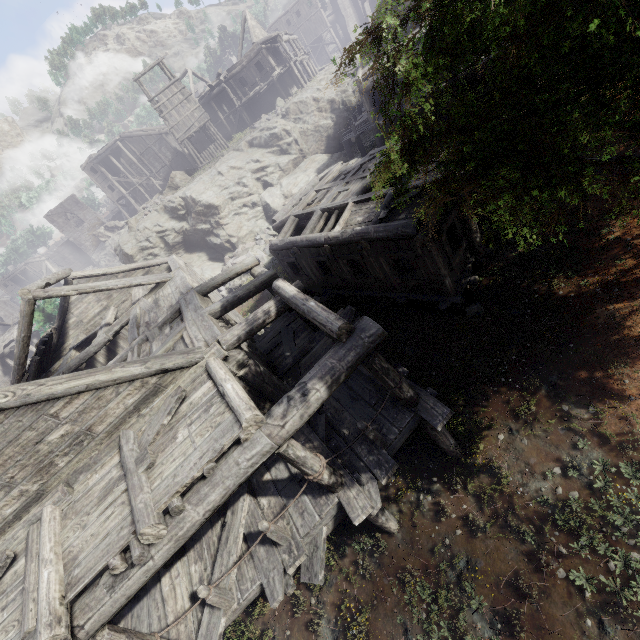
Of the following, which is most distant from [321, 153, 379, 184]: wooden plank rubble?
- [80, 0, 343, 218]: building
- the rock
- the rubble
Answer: the rock

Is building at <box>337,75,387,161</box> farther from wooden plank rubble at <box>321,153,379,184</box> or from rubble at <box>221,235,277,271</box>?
rubble at <box>221,235,277,271</box>

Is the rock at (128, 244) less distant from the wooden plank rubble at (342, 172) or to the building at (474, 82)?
the building at (474, 82)

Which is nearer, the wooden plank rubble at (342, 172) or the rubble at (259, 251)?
the wooden plank rubble at (342, 172)

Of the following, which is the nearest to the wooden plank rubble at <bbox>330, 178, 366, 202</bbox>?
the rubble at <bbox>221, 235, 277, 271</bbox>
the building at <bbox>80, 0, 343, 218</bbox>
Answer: the building at <bbox>80, 0, 343, 218</bbox>

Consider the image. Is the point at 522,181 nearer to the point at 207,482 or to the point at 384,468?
the point at 384,468

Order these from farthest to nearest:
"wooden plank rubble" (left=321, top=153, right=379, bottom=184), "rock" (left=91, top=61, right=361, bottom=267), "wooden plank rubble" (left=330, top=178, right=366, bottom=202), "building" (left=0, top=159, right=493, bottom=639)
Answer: Answer: "rock" (left=91, top=61, right=361, bottom=267), "wooden plank rubble" (left=321, top=153, right=379, bottom=184), "wooden plank rubble" (left=330, top=178, right=366, bottom=202), "building" (left=0, top=159, right=493, bottom=639)
